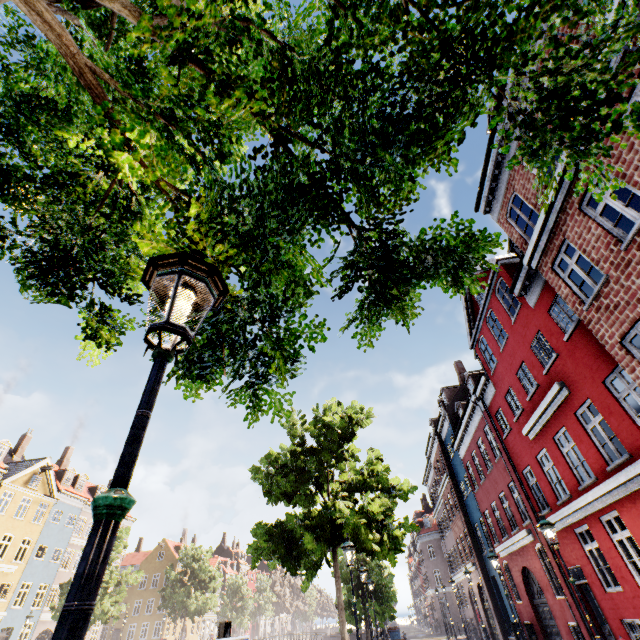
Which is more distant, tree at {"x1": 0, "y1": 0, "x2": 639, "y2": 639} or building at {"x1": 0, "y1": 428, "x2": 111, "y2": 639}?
building at {"x1": 0, "y1": 428, "x2": 111, "y2": 639}

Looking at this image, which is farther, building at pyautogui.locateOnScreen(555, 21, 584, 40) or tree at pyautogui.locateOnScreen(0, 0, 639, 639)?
building at pyautogui.locateOnScreen(555, 21, 584, 40)

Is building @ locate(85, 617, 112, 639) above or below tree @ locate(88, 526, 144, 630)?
below

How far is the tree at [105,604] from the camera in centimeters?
2439cm

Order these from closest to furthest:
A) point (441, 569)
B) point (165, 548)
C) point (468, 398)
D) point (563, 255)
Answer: point (563, 255) → point (468, 398) → point (441, 569) → point (165, 548)

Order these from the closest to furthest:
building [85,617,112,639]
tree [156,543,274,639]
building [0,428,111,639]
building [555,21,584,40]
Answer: building [555,21,584,40] < building [0,428,111,639] < building [85,617,112,639] < tree [156,543,274,639]

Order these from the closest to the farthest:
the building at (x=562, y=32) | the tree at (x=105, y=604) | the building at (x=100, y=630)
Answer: the building at (x=562, y=32)
the tree at (x=105, y=604)
the building at (x=100, y=630)
